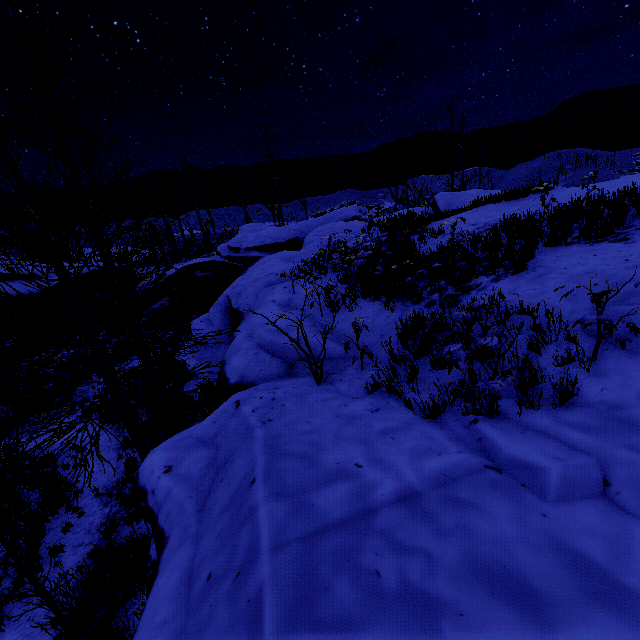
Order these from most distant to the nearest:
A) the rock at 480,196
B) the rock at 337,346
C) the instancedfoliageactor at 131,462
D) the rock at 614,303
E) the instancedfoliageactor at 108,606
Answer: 1. the rock at 480,196
2. the instancedfoliageactor at 131,462
3. the rock at 337,346
4. the instancedfoliageactor at 108,606
5. the rock at 614,303

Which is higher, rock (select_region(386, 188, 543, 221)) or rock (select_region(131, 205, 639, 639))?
rock (select_region(386, 188, 543, 221))

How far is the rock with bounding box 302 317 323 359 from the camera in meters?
6.4

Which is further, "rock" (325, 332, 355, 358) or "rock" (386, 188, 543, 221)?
"rock" (386, 188, 543, 221)

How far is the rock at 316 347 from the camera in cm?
642

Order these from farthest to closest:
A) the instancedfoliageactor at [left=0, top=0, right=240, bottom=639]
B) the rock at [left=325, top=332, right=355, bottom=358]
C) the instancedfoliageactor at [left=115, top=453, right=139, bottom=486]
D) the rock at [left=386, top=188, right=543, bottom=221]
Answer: the rock at [left=386, top=188, right=543, bottom=221] → the instancedfoliageactor at [left=115, top=453, right=139, bottom=486] → the rock at [left=325, top=332, right=355, bottom=358] → the instancedfoliageactor at [left=0, top=0, right=240, bottom=639]

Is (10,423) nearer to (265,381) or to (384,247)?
(265,381)
